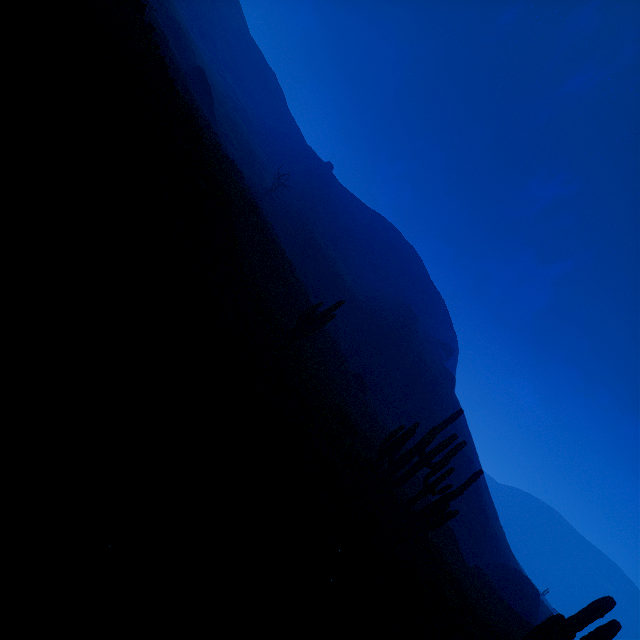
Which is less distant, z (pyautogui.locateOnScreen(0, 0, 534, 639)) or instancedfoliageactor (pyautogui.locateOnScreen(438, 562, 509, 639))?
z (pyautogui.locateOnScreen(0, 0, 534, 639))

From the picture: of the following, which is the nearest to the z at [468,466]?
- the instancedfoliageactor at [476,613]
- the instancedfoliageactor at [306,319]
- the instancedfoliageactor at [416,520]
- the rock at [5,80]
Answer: the instancedfoliageactor at [306,319]

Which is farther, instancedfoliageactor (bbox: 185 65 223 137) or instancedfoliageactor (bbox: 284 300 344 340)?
instancedfoliageactor (bbox: 185 65 223 137)

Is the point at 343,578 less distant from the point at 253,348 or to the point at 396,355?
the point at 253,348

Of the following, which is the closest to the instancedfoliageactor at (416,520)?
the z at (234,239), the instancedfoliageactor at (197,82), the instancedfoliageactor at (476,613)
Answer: the instancedfoliageactor at (476,613)

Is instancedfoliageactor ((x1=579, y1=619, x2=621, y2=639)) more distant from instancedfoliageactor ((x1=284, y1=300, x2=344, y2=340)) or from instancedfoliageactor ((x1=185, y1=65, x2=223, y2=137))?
instancedfoliageactor ((x1=185, y1=65, x2=223, y2=137))

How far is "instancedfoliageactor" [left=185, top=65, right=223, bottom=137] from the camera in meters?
42.3 m

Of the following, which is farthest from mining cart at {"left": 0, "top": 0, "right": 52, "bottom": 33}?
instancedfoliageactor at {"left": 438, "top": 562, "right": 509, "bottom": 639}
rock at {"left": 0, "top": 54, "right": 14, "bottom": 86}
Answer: instancedfoliageactor at {"left": 438, "top": 562, "right": 509, "bottom": 639}
